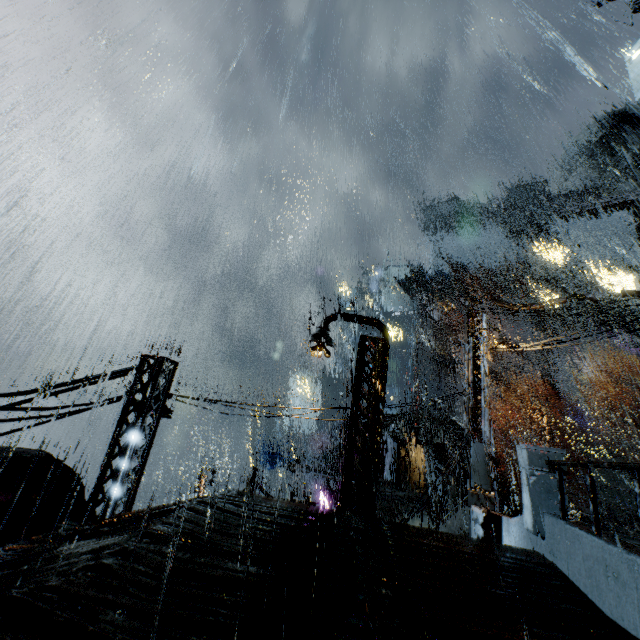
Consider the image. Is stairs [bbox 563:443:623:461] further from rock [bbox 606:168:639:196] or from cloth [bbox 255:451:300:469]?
rock [bbox 606:168:639:196]

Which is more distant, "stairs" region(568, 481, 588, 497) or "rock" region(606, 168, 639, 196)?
"rock" region(606, 168, 639, 196)

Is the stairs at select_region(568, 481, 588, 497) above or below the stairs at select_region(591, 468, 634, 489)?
below

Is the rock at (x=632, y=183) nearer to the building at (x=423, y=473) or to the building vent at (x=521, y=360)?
the building at (x=423, y=473)

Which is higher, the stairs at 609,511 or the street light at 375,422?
the street light at 375,422

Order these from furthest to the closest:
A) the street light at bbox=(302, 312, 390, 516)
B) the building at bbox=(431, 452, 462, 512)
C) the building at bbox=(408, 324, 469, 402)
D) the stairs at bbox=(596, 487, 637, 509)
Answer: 1. the stairs at bbox=(596, 487, 637, 509)
2. the building at bbox=(431, 452, 462, 512)
3. the building at bbox=(408, 324, 469, 402)
4. the street light at bbox=(302, 312, 390, 516)

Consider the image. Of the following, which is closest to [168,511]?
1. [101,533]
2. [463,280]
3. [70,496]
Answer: [101,533]

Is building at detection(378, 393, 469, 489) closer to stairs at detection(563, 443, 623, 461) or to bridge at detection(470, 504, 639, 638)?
bridge at detection(470, 504, 639, 638)
